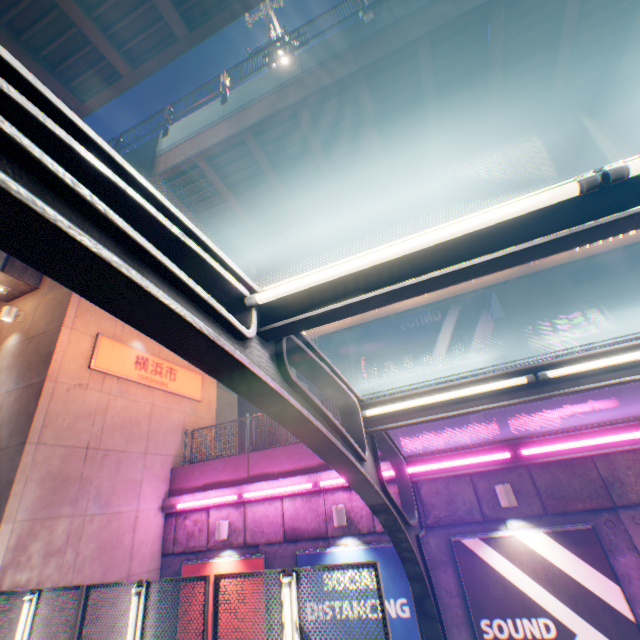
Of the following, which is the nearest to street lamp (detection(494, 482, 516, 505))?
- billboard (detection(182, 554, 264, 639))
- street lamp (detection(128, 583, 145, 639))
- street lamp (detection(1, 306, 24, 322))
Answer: billboard (detection(182, 554, 264, 639))

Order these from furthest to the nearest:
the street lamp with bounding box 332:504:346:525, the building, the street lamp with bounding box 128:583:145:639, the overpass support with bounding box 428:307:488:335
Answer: Answer:
the overpass support with bounding box 428:307:488:335
the building
the street lamp with bounding box 332:504:346:525
the street lamp with bounding box 128:583:145:639

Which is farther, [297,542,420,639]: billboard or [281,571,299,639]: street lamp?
[297,542,420,639]: billboard

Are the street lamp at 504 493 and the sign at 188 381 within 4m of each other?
no

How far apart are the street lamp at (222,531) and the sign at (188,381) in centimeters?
457cm

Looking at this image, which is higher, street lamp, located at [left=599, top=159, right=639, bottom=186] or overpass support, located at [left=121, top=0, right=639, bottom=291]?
overpass support, located at [left=121, top=0, right=639, bottom=291]

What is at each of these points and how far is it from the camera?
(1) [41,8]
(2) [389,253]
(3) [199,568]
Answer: (1) overpass support, 7.0m
(2) street lamp, 2.1m
(3) billboard, 8.6m

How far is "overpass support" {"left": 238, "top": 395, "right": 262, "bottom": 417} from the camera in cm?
2059
